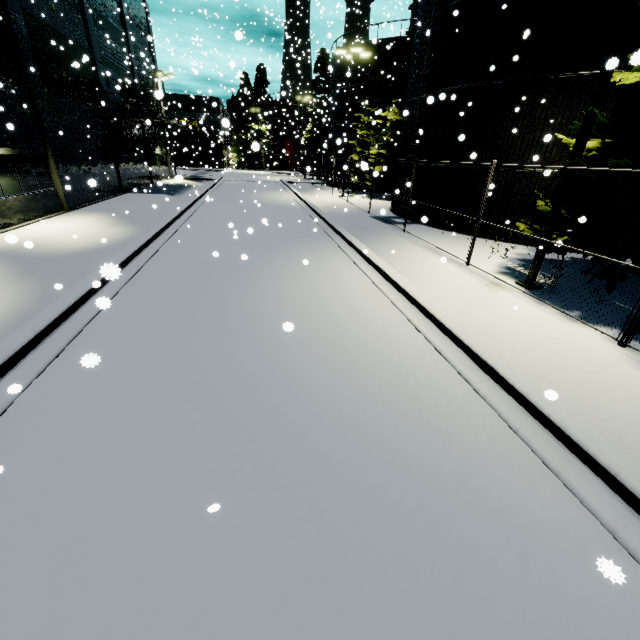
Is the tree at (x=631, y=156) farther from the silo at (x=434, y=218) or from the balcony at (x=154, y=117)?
the balcony at (x=154, y=117)

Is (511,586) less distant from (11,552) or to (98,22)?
(11,552)

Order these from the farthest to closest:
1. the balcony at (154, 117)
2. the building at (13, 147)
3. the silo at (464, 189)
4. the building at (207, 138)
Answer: the building at (207, 138), the balcony at (154, 117), the silo at (464, 189), the building at (13, 147)

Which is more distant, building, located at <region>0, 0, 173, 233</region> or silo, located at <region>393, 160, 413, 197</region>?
silo, located at <region>393, 160, 413, 197</region>

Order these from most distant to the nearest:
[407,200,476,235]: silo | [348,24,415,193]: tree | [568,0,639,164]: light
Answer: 1. [348,24,415,193]: tree
2. [407,200,476,235]: silo
3. [568,0,639,164]: light

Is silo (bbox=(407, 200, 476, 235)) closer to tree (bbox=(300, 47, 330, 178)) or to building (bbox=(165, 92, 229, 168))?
building (bbox=(165, 92, 229, 168))

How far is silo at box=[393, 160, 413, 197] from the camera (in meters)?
17.45

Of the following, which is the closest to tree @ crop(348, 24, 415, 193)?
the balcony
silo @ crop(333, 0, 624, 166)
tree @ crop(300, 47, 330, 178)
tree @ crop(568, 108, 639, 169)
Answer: silo @ crop(333, 0, 624, 166)
